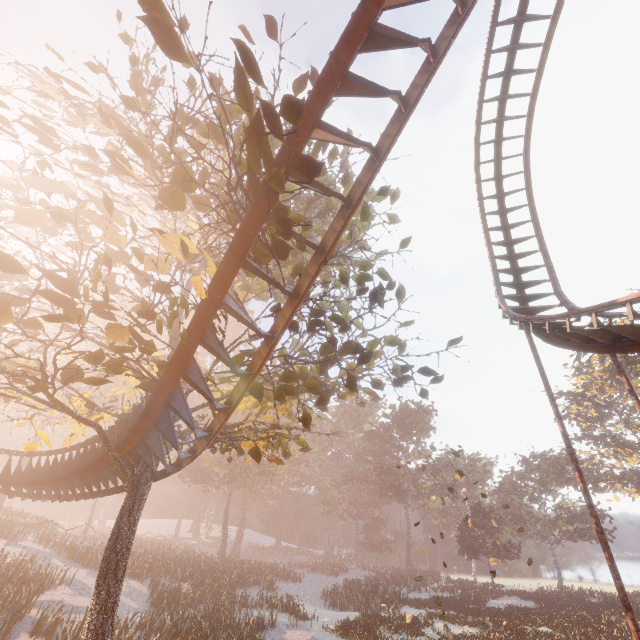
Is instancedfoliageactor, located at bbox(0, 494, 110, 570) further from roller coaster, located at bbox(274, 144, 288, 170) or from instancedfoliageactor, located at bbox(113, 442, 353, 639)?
roller coaster, located at bbox(274, 144, 288, 170)

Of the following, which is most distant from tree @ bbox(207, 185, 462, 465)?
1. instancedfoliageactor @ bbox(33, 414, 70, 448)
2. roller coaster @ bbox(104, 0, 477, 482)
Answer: instancedfoliageactor @ bbox(33, 414, 70, 448)

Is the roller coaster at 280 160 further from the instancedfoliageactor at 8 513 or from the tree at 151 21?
the instancedfoliageactor at 8 513

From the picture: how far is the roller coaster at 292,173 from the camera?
5.51m

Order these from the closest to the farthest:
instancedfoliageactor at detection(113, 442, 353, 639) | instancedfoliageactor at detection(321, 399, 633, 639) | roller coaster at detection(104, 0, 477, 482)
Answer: roller coaster at detection(104, 0, 477, 482)
instancedfoliageactor at detection(113, 442, 353, 639)
instancedfoliageactor at detection(321, 399, 633, 639)

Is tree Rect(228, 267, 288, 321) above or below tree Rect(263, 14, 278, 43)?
below

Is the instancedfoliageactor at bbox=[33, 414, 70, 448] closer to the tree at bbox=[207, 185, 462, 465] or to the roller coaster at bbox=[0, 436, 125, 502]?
the roller coaster at bbox=[0, 436, 125, 502]

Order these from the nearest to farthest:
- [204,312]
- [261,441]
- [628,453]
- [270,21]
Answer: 1. [204,312]
2. [270,21]
3. [261,441]
4. [628,453]
